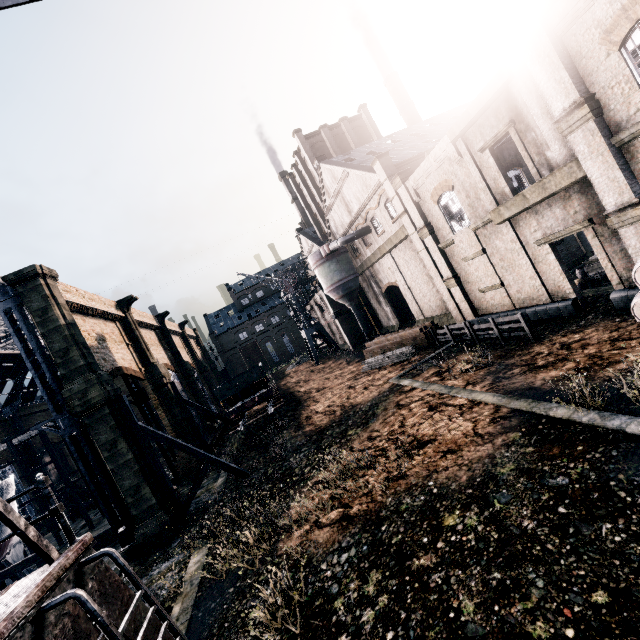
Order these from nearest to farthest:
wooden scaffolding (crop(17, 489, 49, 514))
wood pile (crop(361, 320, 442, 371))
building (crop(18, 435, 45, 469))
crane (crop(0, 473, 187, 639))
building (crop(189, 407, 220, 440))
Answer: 1. crane (crop(0, 473, 187, 639))
2. wood pile (crop(361, 320, 442, 371))
3. wooden scaffolding (crop(17, 489, 49, 514))
4. building (crop(189, 407, 220, 440))
5. building (crop(18, 435, 45, 469))

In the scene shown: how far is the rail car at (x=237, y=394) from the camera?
30.2 meters

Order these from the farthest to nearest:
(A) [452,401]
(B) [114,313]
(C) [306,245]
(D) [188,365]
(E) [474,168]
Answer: (C) [306,245]
(D) [188,365]
(B) [114,313]
(E) [474,168]
(A) [452,401]

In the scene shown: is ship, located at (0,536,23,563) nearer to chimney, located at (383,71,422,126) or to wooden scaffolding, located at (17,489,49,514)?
wooden scaffolding, located at (17,489,49,514)

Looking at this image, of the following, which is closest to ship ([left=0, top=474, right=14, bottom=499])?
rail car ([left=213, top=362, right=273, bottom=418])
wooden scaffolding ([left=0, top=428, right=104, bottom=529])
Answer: wooden scaffolding ([left=0, top=428, right=104, bottom=529])

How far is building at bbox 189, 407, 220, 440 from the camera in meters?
40.5 m

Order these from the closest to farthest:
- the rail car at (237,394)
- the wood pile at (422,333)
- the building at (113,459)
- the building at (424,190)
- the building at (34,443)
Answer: the building at (424,190)
the building at (113,459)
the wood pile at (422,333)
the rail car at (237,394)
the building at (34,443)

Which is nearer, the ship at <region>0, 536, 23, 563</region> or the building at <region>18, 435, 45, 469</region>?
the ship at <region>0, 536, 23, 563</region>
